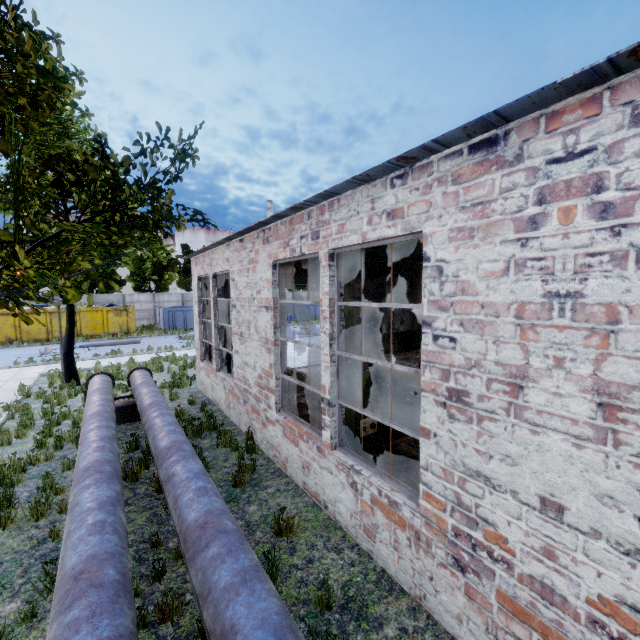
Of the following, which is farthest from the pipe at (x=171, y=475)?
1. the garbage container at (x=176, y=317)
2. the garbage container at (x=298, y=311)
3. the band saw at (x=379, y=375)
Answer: the garbage container at (x=298, y=311)

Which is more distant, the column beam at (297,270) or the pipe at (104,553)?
the column beam at (297,270)

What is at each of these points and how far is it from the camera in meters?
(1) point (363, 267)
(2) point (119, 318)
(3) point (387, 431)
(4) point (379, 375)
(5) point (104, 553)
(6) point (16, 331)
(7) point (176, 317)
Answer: (1) column beam, 8.5
(2) garbage container, 27.6
(3) band saw, 6.1
(4) band saw, 6.0
(5) pipe, 2.9
(6) garbage container, 24.0
(7) garbage container, 30.5

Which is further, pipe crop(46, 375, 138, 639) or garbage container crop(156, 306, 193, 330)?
garbage container crop(156, 306, 193, 330)

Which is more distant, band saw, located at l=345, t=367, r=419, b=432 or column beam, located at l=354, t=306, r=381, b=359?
column beam, located at l=354, t=306, r=381, b=359

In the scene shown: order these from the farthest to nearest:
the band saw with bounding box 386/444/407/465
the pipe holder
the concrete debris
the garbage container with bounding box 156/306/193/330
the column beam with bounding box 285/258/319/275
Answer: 1. the garbage container with bounding box 156/306/193/330
2. the concrete debris
3. the pipe holder
4. the column beam with bounding box 285/258/319/275
5. the band saw with bounding box 386/444/407/465

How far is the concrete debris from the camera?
11.8 meters

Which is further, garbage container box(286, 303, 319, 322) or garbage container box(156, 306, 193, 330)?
garbage container box(286, 303, 319, 322)
